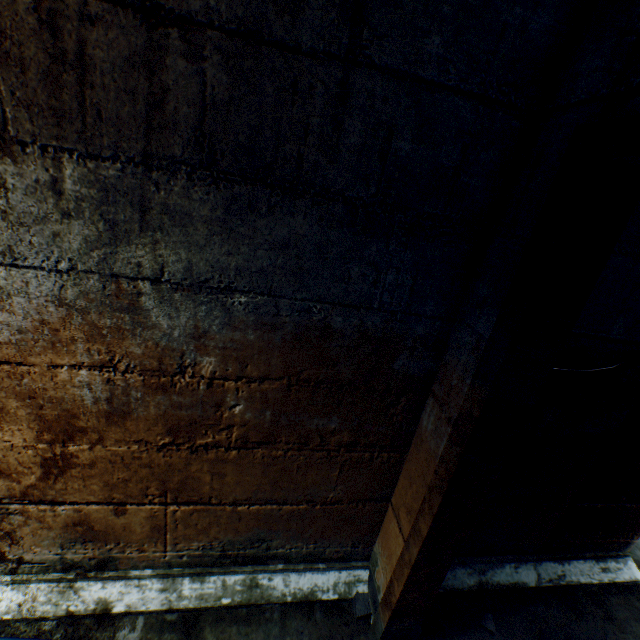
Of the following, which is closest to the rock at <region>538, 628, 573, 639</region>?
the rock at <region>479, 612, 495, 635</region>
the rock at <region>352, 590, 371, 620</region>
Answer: the rock at <region>479, 612, 495, 635</region>

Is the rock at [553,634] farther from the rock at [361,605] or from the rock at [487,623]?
the rock at [361,605]

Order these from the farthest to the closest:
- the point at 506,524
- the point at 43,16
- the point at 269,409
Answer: the point at 506,524 → the point at 269,409 → the point at 43,16

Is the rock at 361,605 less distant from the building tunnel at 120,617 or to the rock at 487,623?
the building tunnel at 120,617

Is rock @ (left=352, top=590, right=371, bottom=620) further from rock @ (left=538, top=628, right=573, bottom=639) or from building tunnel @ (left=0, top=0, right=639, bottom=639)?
rock @ (left=538, top=628, right=573, bottom=639)

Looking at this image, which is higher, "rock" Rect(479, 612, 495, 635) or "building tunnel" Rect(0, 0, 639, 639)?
"building tunnel" Rect(0, 0, 639, 639)

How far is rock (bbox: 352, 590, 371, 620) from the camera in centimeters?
162cm
